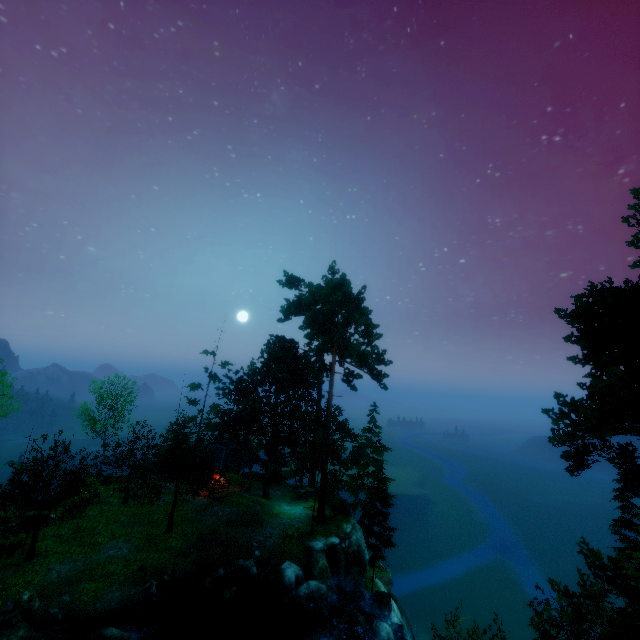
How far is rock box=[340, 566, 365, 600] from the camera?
23.2 meters

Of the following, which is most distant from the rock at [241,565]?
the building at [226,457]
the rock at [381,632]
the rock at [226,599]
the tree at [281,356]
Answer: the building at [226,457]

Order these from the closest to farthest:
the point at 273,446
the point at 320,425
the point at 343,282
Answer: the point at 320,425 → the point at 343,282 → the point at 273,446

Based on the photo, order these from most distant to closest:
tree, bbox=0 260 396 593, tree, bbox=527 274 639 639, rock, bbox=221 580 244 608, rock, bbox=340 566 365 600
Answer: rock, bbox=340 566 365 600 → tree, bbox=0 260 396 593 → rock, bbox=221 580 244 608 → tree, bbox=527 274 639 639

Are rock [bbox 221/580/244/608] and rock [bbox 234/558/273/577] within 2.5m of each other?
yes

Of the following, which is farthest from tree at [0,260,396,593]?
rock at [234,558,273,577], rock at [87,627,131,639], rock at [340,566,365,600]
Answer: rock at [87,627,131,639]

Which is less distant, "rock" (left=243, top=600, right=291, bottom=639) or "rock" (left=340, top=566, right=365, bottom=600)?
"rock" (left=243, top=600, right=291, bottom=639)

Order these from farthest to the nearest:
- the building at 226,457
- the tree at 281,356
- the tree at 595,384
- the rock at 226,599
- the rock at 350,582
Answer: the building at 226,457
the rock at 350,582
the tree at 281,356
the rock at 226,599
the tree at 595,384
